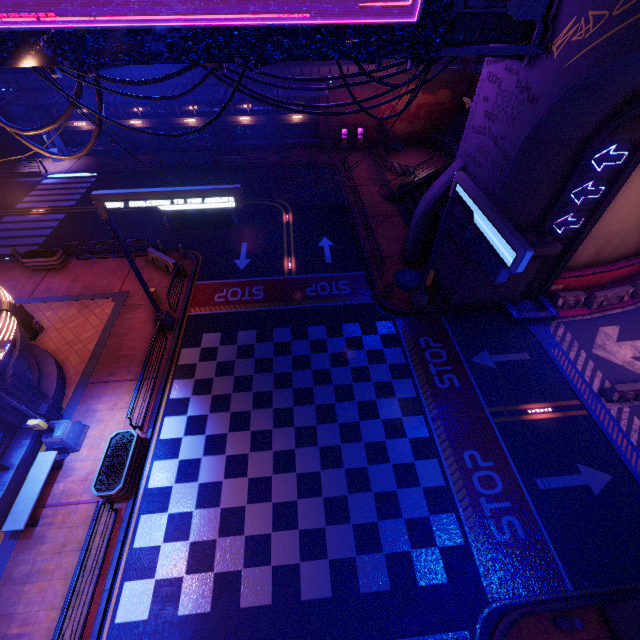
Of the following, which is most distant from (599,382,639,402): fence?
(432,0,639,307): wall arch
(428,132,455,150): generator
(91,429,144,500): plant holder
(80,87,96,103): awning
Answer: (80,87,96,103): awning

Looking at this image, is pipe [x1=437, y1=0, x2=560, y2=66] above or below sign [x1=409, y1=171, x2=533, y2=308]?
above

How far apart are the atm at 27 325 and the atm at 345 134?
28.7 meters

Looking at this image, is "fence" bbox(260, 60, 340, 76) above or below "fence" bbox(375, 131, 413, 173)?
above

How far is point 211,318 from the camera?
17.5 meters

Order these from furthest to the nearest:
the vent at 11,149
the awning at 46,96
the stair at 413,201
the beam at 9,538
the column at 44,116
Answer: the vent at 11,149 < the column at 44,116 < the awning at 46,96 < the stair at 413,201 < the beam at 9,538

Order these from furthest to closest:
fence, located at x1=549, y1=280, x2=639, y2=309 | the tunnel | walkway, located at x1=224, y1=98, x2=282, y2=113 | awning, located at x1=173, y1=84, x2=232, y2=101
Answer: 1. walkway, located at x1=224, y1=98, x2=282, y2=113
2. awning, located at x1=173, y1=84, x2=232, y2=101
3. fence, located at x1=549, y1=280, x2=639, y2=309
4. the tunnel

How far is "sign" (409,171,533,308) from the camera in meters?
9.6 m
